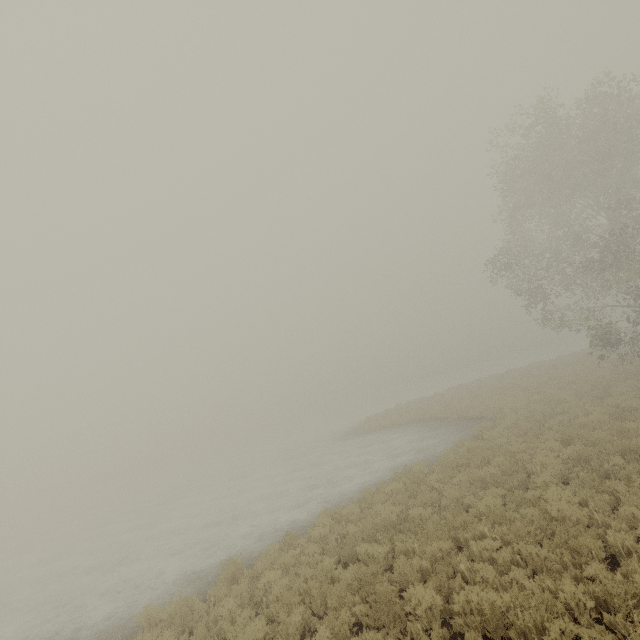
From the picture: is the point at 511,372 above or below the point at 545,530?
above
